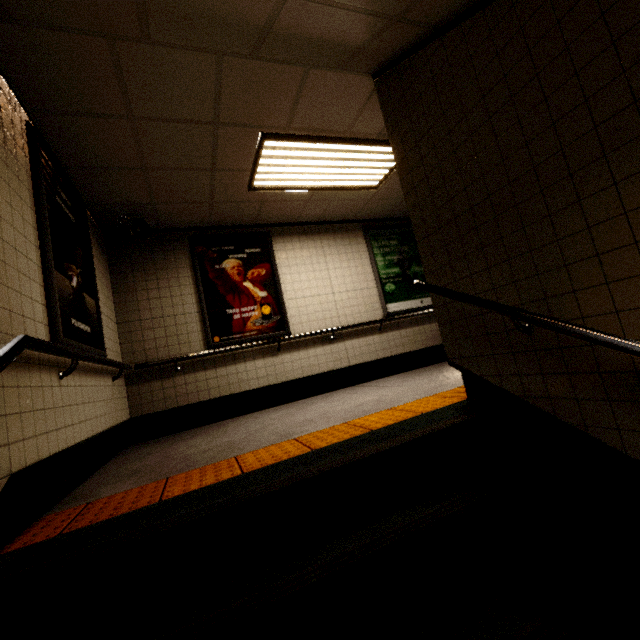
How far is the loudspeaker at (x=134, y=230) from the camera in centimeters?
419cm

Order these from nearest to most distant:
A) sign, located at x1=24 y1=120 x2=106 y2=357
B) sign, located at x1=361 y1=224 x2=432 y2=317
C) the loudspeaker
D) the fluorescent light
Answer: sign, located at x1=24 y1=120 x2=106 y2=357, the fluorescent light, the loudspeaker, sign, located at x1=361 y1=224 x2=432 y2=317

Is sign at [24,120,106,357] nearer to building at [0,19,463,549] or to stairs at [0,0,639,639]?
building at [0,19,463,549]

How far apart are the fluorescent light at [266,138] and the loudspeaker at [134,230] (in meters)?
1.46

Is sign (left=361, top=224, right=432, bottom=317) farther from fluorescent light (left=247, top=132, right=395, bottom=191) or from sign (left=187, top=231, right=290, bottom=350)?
sign (left=187, top=231, right=290, bottom=350)

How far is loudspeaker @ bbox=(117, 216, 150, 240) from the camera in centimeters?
419cm

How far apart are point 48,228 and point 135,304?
2.2 meters

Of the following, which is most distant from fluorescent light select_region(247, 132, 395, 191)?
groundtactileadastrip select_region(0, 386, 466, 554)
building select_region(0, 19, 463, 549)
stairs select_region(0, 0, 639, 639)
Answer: groundtactileadastrip select_region(0, 386, 466, 554)
